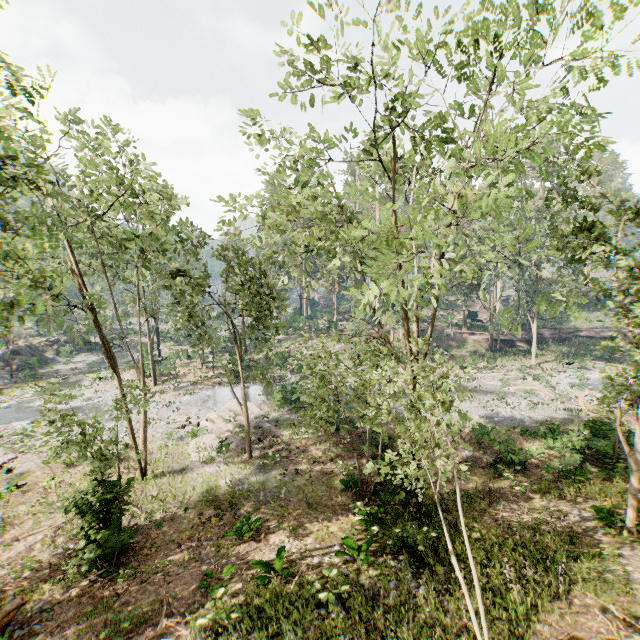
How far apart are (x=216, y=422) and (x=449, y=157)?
23.5m

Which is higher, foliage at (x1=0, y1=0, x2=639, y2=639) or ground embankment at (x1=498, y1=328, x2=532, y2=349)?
foliage at (x1=0, y1=0, x2=639, y2=639)

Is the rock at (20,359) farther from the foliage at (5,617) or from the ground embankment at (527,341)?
the ground embankment at (527,341)

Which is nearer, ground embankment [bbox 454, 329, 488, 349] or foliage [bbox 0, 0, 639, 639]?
foliage [bbox 0, 0, 639, 639]

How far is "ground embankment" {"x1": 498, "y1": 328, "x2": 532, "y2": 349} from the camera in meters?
45.5

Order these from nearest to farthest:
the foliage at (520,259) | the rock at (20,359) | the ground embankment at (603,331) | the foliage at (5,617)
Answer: the foliage at (520,259)
the foliage at (5,617)
the rock at (20,359)
the ground embankment at (603,331)

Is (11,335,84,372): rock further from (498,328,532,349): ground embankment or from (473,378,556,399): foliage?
(498,328,532,349): ground embankment

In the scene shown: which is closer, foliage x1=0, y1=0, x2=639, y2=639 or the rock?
foliage x1=0, y1=0, x2=639, y2=639
